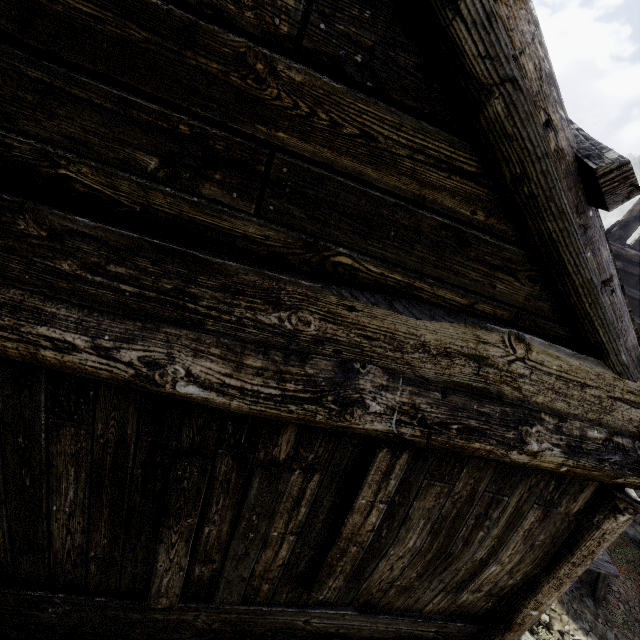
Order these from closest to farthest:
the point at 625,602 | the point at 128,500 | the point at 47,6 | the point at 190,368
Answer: the point at 47,6, the point at 190,368, the point at 128,500, the point at 625,602

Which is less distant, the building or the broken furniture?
the building

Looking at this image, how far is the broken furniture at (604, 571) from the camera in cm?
679

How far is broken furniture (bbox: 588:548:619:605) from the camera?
6.8m

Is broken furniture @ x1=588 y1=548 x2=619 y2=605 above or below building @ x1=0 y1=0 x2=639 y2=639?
below

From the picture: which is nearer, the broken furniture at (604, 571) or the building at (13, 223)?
the building at (13, 223)
